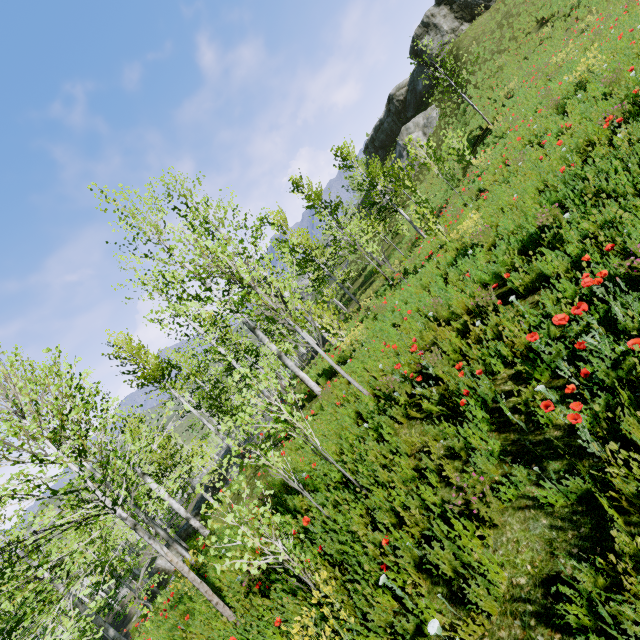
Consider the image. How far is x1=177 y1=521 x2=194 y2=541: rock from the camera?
27.7 meters

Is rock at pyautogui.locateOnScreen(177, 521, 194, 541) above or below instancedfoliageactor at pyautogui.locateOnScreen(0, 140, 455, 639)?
below

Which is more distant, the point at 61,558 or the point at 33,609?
the point at 61,558

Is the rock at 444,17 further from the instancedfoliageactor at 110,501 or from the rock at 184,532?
the rock at 184,532

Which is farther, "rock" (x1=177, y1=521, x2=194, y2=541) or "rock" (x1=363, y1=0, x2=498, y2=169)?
"rock" (x1=363, y1=0, x2=498, y2=169)

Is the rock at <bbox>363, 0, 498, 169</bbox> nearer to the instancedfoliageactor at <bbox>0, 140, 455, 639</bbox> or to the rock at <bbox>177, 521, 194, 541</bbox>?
the instancedfoliageactor at <bbox>0, 140, 455, 639</bbox>

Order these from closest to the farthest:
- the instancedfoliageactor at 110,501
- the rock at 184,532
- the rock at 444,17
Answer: the instancedfoliageactor at 110,501 → the rock at 184,532 → the rock at 444,17
